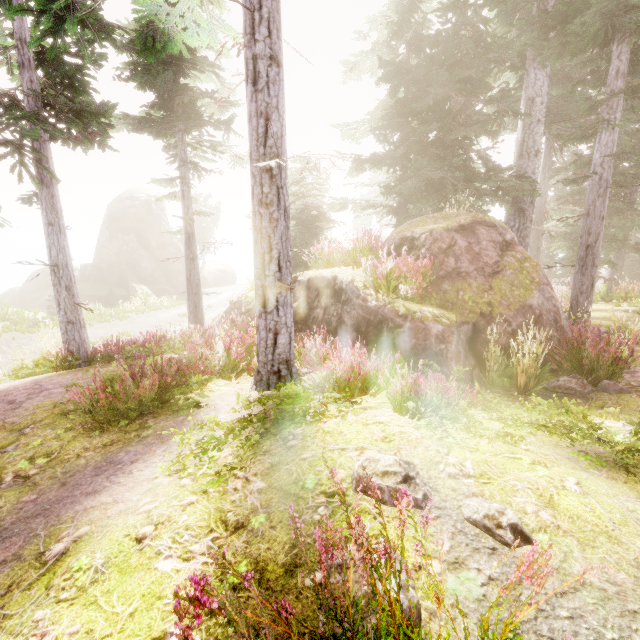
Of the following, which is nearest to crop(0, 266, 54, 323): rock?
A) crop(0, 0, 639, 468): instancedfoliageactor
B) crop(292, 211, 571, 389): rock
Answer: crop(0, 0, 639, 468): instancedfoliageactor

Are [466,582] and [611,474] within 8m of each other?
yes

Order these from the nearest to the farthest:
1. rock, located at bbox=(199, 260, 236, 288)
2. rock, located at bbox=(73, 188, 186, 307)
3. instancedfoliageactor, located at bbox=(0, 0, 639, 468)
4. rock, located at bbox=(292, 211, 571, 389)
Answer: instancedfoliageactor, located at bbox=(0, 0, 639, 468), rock, located at bbox=(292, 211, 571, 389), rock, located at bbox=(73, 188, 186, 307), rock, located at bbox=(199, 260, 236, 288)

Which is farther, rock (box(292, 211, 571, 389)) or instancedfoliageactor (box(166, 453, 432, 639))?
rock (box(292, 211, 571, 389))

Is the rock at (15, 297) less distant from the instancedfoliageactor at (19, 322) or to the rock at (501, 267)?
the instancedfoliageactor at (19, 322)

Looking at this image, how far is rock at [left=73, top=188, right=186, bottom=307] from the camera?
32.1 meters
